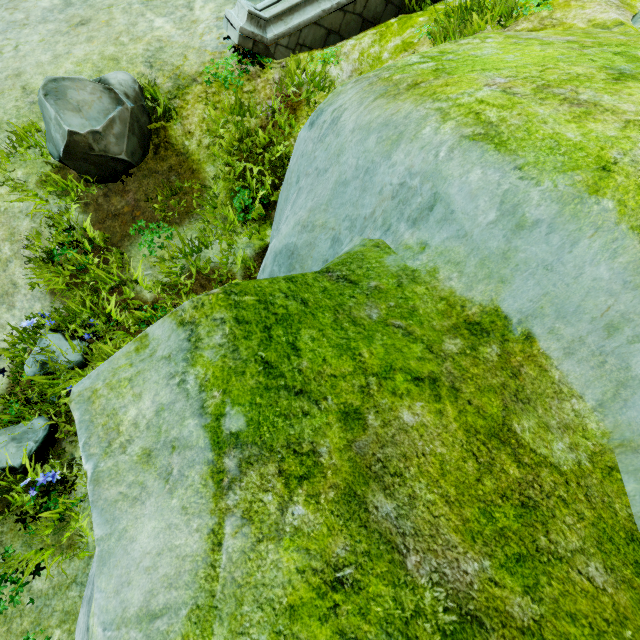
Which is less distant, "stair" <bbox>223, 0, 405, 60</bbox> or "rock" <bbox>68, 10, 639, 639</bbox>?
"rock" <bbox>68, 10, 639, 639</bbox>

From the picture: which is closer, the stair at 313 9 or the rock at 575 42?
the rock at 575 42

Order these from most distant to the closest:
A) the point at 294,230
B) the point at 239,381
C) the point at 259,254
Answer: the point at 259,254 → the point at 294,230 → the point at 239,381
